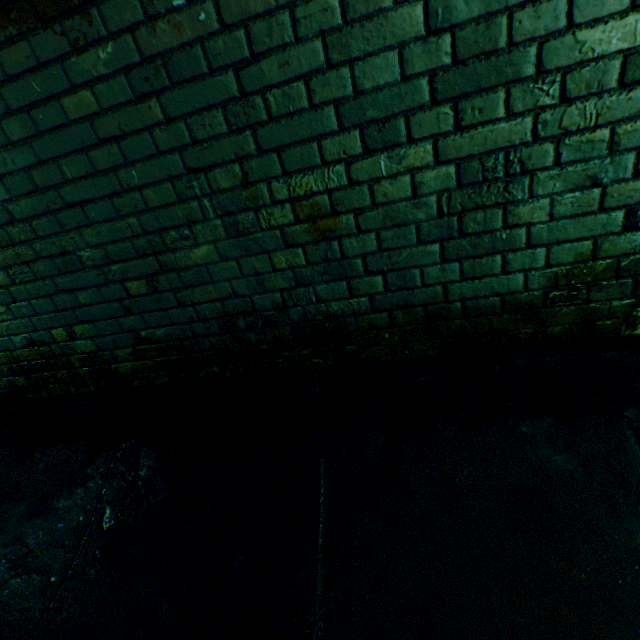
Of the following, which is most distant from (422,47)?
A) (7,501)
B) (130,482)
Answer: (7,501)
